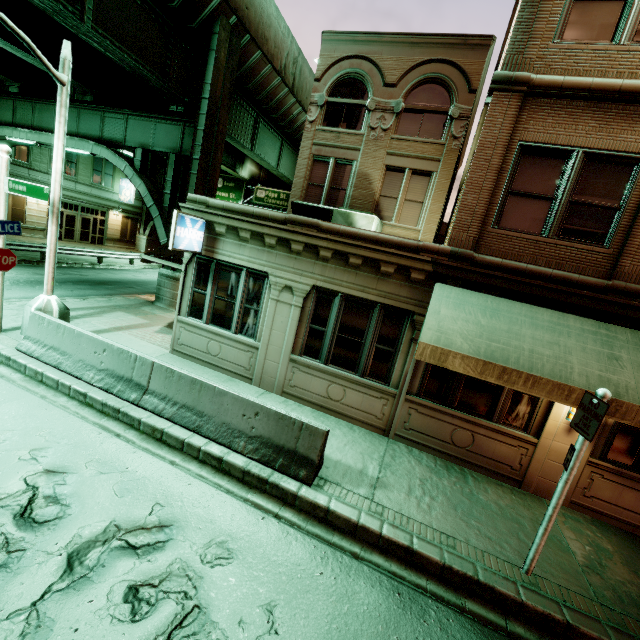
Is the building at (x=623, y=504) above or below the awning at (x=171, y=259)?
below

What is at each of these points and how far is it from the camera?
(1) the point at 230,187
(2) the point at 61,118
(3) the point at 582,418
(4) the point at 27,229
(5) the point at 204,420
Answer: (1) sign, 30.9 meters
(2) street light, 7.8 meters
(3) sign, 4.6 meters
(4) building, 26.2 meters
(5) barrier, 6.4 meters

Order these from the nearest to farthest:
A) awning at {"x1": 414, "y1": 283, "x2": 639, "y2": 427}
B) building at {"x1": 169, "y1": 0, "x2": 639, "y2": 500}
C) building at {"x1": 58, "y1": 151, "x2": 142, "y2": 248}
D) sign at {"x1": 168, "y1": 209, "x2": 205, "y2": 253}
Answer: awning at {"x1": 414, "y1": 283, "x2": 639, "y2": 427}
building at {"x1": 169, "y1": 0, "x2": 639, "y2": 500}
sign at {"x1": 168, "y1": 209, "x2": 205, "y2": 253}
building at {"x1": 58, "y1": 151, "x2": 142, "y2": 248}

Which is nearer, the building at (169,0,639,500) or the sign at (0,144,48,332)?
the building at (169,0,639,500)

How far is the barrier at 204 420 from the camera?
5.9 meters

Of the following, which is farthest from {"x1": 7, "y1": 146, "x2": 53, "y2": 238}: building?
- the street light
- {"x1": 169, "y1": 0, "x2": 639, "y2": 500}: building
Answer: {"x1": 169, "y1": 0, "x2": 639, "y2": 500}: building

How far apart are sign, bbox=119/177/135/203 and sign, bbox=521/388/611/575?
37.6 meters

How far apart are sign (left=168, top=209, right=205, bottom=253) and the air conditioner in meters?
4.5 m
